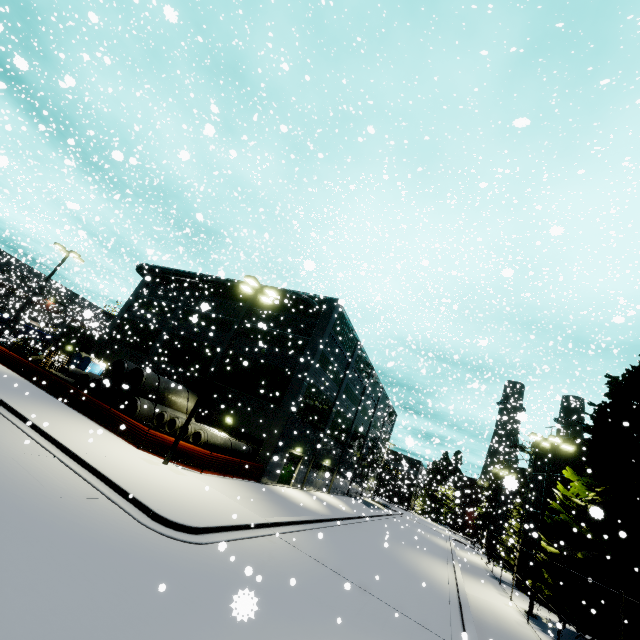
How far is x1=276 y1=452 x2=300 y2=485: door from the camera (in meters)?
25.19

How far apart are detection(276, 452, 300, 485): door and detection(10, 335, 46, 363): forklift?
29.4m

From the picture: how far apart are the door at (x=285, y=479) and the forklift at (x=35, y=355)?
29.43m

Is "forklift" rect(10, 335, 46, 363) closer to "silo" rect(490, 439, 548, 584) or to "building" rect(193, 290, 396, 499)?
"building" rect(193, 290, 396, 499)

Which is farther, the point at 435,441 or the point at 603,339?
the point at 435,441

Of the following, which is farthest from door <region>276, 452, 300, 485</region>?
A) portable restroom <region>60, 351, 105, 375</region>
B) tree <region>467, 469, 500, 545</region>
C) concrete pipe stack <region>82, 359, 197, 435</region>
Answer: tree <region>467, 469, 500, 545</region>

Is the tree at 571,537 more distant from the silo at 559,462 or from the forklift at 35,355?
the forklift at 35,355

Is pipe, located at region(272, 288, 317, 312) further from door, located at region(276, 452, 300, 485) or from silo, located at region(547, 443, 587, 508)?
door, located at region(276, 452, 300, 485)
